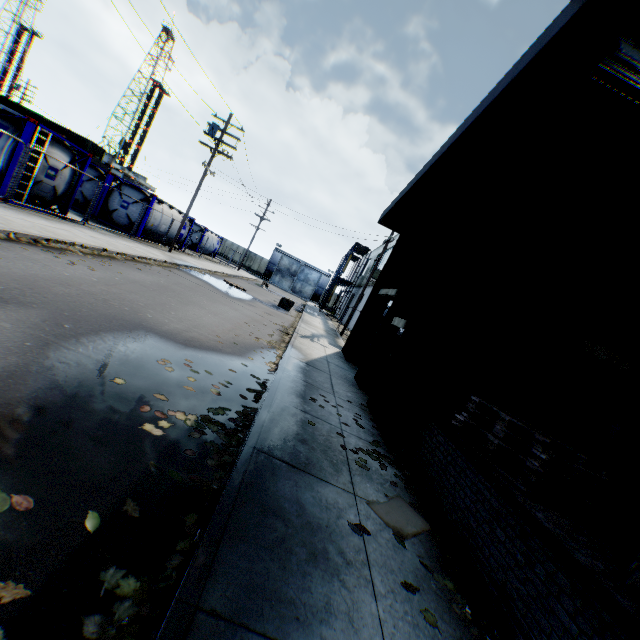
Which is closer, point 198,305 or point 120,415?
point 120,415

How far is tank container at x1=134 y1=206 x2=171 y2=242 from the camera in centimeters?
2038cm

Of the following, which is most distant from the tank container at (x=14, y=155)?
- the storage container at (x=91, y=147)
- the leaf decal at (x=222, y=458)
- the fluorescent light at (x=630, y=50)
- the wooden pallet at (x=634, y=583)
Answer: the storage container at (x=91, y=147)

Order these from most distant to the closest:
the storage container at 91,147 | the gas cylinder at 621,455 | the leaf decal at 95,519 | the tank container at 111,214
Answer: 1. the storage container at 91,147
2. the tank container at 111,214
3. the gas cylinder at 621,455
4. the leaf decal at 95,519

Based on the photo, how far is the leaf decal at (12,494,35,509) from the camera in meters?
2.2 m

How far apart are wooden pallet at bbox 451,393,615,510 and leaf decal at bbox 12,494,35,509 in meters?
4.7 m

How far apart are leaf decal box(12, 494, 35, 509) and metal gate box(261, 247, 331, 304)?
57.5 meters

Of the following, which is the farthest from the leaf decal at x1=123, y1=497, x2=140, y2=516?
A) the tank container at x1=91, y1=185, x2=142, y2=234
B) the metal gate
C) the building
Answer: the metal gate
